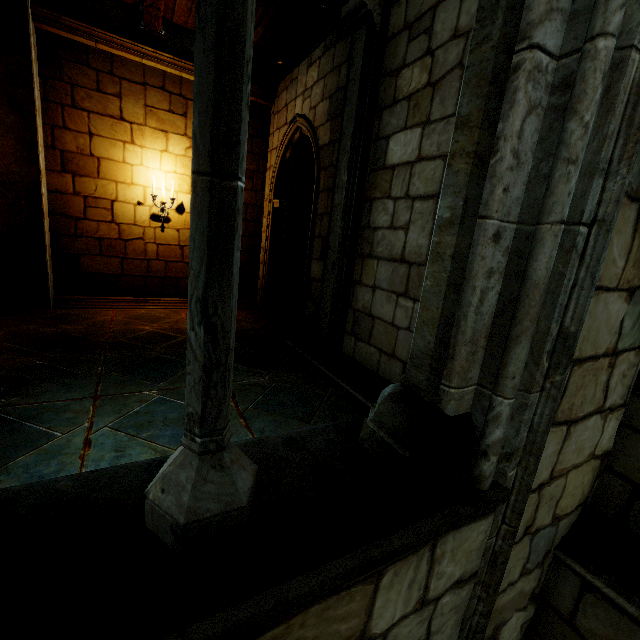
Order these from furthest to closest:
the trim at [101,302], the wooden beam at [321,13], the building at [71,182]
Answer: the trim at [101,302]
the wooden beam at [321,13]
the building at [71,182]

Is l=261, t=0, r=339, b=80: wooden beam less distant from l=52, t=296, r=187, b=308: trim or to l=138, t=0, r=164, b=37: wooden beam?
l=138, t=0, r=164, b=37: wooden beam

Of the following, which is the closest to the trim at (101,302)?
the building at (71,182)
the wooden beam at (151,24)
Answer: the building at (71,182)

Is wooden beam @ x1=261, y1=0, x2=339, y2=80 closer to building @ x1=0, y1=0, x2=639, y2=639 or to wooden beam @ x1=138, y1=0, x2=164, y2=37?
building @ x1=0, y1=0, x2=639, y2=639

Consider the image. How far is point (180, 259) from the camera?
6.9m

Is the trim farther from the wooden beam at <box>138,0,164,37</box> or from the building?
the wooden beam at <box>138,0,164,37</box>

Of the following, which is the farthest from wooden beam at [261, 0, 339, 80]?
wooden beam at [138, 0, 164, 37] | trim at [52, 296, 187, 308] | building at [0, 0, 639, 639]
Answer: trim at [52, 296, 187, 308]
